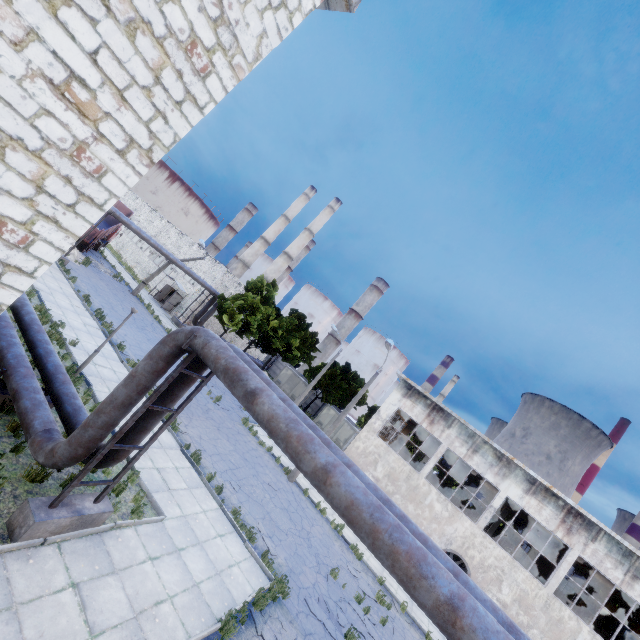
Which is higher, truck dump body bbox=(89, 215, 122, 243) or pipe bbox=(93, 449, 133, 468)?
truck dump body bbox=(89, 215, 122, 243)

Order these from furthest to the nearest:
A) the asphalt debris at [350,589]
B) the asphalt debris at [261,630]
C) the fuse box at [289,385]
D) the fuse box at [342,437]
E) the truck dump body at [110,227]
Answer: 1. the fuse box at [289,385]
2. the fuse box at [342,437]
3. the truck dump body at [110,227]
4. the asphalt debris at [350,589]
5. the asphalt debris at [261,630]

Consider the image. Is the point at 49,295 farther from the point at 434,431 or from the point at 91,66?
the point at 434,431

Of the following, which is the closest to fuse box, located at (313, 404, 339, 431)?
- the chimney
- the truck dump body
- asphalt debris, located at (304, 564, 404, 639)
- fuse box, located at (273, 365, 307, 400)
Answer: fuse box, located at (273, 365, 307, 400)

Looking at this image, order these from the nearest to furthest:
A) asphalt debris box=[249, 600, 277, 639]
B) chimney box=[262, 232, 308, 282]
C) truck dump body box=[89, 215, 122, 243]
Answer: asphalt debris box=[249, 600, 277, 639], truck dump body box=[89, 215, 122, 243], chimney box=[262, 232, 308, 282]

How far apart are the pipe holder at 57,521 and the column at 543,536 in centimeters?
2394cm

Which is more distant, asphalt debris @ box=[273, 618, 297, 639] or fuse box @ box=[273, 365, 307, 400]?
fuse box @ box=[273, 365, 307, 400]

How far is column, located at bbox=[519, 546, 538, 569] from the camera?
20.3 meters
